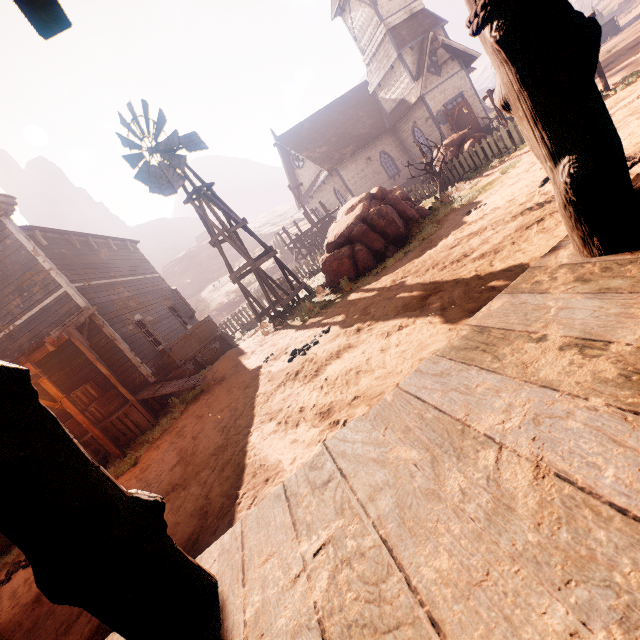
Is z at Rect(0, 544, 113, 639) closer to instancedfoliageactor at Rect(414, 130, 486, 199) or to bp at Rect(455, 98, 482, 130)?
instancedfoliageactor at Rect(414, 130, 486, 199)

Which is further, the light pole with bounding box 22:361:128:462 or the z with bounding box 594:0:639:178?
the light pole with bounding box 22:361:128:462

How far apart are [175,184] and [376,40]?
20.42m

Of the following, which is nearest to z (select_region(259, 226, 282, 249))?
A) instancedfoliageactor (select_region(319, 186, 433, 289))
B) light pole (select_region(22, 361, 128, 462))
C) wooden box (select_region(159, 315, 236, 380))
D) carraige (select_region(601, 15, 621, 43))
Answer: wooden box (select_region(159, 315, 236, 380))

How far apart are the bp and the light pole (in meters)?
25.47

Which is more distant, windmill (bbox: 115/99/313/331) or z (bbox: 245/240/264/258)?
z (bbox: 245/240/264/258)

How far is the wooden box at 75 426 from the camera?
9.84m

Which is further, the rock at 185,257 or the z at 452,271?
the rock at 185,257
